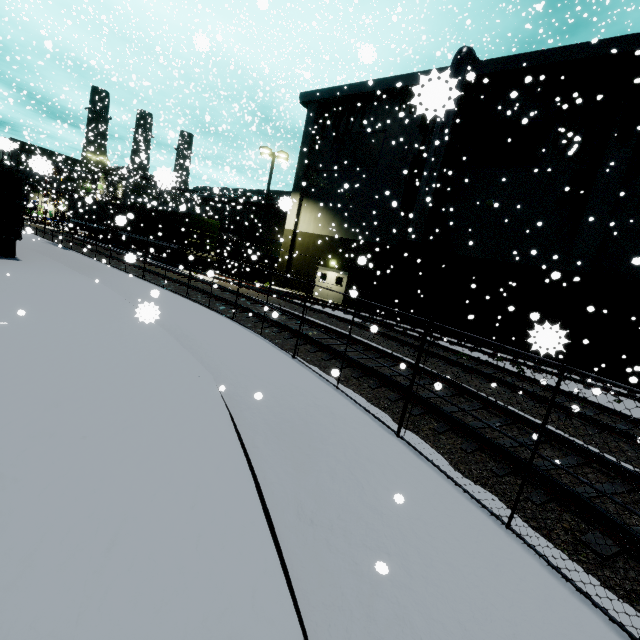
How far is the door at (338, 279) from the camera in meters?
A: 24.9

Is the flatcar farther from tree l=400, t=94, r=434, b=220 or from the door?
tree l=400, t=94, r=434, b=220

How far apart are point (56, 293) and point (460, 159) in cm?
2153

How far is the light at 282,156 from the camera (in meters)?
22.81

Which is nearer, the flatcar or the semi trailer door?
the semi trailer door

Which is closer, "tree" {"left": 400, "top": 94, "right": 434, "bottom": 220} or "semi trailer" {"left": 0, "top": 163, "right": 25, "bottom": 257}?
"semi trailer" {"left": 0, "top": 163, "right": 25, "bottom": 257}

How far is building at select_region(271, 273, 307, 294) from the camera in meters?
27.1 m

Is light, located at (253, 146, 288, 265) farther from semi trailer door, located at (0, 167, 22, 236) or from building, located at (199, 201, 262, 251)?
semi trailer door, located at (0, 167, 22, 236)
